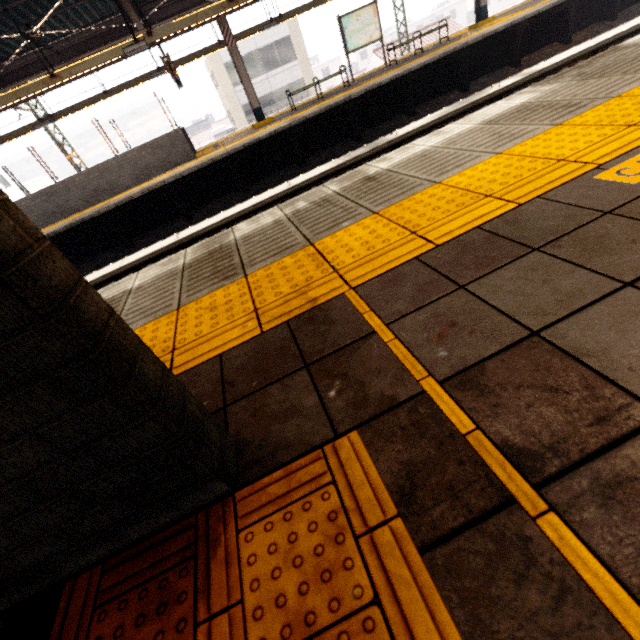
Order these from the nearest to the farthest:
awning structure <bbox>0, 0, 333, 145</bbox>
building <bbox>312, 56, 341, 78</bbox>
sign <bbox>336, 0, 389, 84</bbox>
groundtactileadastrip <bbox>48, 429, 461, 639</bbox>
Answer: groundtactileadastrip <bbox>48, 429, 461, 639</bbox> → awning structure <bbox>0, 0, 333, 145</bbox> → sign <bbox>336, 0, 389, 84</bbox> → building <bbox>312, 56, 341, 78</bbox>

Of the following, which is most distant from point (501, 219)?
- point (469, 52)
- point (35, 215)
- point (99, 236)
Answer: point (35, 215)

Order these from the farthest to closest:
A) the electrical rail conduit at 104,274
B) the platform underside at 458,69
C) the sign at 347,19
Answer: the sign at 347,19 < the platform underside at 458,69 < the electrical rail conduit at 104,274

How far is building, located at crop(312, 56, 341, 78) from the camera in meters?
59.1

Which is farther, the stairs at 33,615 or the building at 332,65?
the building at 332,65

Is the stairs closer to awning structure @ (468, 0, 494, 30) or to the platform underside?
the platform underside

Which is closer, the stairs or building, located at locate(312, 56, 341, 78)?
the stairs

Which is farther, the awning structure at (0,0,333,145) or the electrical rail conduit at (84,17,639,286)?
the awning structure at (0,0,333,145)
